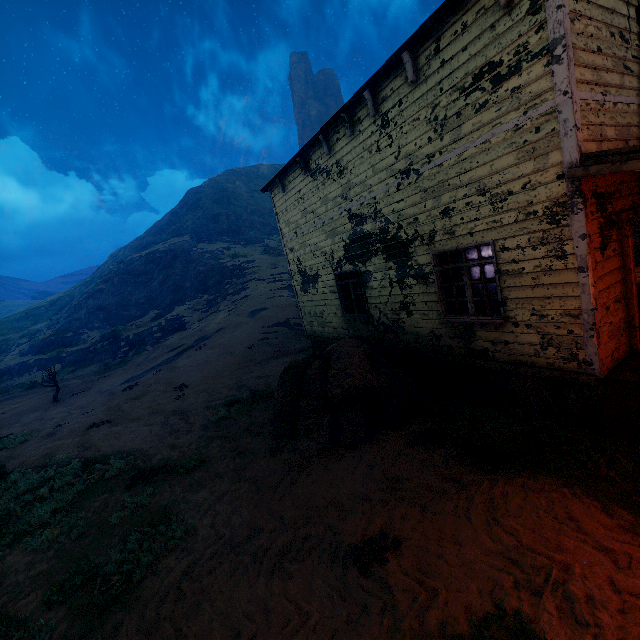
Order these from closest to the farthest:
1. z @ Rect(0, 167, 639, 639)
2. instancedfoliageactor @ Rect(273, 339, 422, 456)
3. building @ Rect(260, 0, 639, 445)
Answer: z @ Rect(0, 167, 639, 639), building @ Rect(260, 0, 639, 445), instancedfoliageactor @ Rect(273, 339, 422, 456)

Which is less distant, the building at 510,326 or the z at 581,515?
the z at 581,515

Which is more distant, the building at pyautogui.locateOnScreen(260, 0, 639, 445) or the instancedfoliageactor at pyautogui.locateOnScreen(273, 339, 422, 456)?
the instancedfoliageactor at pyautogui.locateOnScreen(273, 339, 422, 456)

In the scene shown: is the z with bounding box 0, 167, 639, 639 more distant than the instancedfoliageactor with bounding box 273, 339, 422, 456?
No

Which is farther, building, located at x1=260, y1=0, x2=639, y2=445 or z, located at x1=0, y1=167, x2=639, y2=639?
building, located at x1=260, y1=0, x2=639, y2=445

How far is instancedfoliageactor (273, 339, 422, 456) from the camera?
6.67m

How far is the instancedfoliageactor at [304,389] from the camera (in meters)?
6.67

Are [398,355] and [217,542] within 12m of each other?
yes
